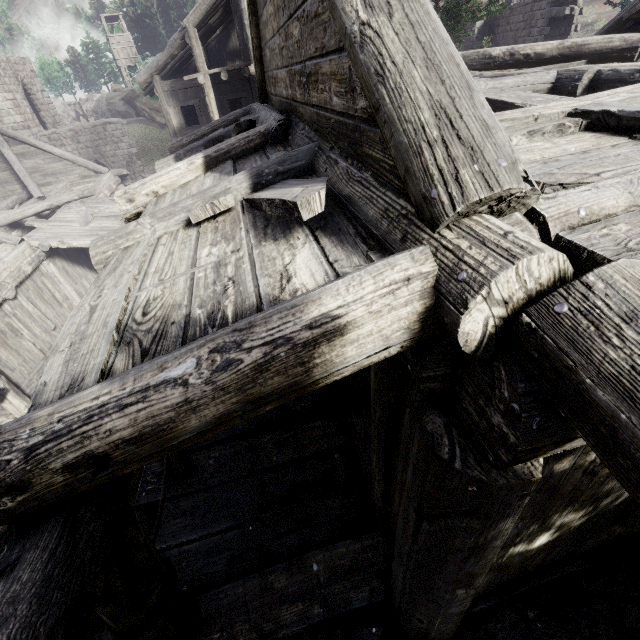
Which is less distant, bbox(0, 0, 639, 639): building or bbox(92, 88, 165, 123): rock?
bbox(0, 0, 639, 639): building

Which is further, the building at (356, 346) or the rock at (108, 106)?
the rock at (108, 106)

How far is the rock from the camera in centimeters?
4621cm

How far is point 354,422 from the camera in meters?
3.9

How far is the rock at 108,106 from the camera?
46.2m
